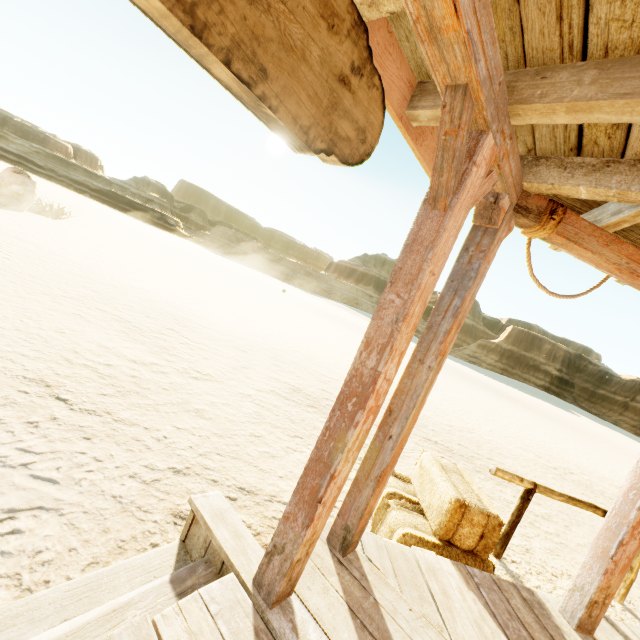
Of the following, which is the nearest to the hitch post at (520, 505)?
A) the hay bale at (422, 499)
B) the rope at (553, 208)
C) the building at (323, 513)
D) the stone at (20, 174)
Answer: the hay bale at (422, 499)

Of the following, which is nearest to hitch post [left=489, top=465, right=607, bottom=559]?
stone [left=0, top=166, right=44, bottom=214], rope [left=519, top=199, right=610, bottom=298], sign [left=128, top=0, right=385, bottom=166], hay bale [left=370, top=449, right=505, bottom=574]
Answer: hay bale [left=370, top=449, right=505, bottom=574]

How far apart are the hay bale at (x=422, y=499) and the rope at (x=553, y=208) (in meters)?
1.95

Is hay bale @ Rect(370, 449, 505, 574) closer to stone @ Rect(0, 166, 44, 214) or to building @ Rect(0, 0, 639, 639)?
building @ Rect(0, 0, 639, 639)

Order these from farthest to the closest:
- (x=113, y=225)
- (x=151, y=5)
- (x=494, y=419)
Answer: (x=113, y=225), (x=494, y=419), (x=151, y=5)

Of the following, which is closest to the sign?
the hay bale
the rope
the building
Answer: the building

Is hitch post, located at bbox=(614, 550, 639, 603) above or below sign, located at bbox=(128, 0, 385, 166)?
below

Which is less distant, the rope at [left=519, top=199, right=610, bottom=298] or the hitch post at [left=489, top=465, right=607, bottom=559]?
the rope at [left=519, top=199, right=610, bottom=298]
